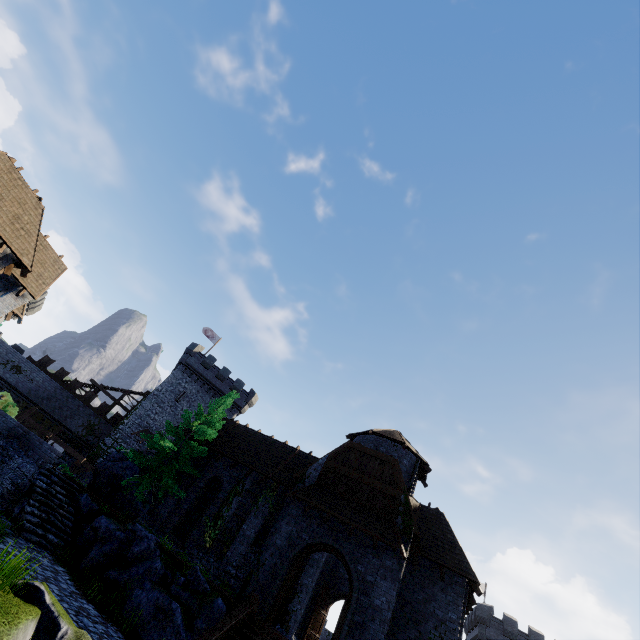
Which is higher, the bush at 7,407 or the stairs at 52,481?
the bush at 7,407

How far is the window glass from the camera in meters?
19.9

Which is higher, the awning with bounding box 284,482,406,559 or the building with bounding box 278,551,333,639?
the awning with bounding box 284,482,406,559

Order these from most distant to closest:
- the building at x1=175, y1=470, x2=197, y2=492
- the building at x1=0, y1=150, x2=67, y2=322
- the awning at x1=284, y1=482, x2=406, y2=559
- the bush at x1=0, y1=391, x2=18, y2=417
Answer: the building at x1=175, y1=470, x2=197, y2=492
the bush at x1=0, y1=391, x2=18, y2=417
the building at x1=0, y1=150, x2=67, y2=322
the awning at x1=284, y1=482, x2=406, y2=559

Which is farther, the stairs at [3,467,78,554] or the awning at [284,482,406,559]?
the awning at [284,482,406,559]

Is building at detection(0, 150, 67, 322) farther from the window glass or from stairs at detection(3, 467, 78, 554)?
the window glass

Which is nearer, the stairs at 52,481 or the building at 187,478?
the stairs at 52,481

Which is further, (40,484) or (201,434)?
(201,434)
